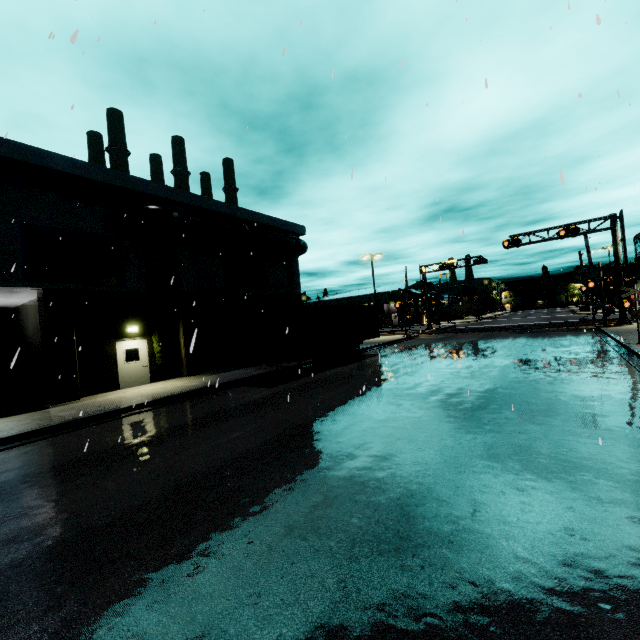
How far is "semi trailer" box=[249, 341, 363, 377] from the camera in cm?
1550

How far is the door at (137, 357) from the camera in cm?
1606

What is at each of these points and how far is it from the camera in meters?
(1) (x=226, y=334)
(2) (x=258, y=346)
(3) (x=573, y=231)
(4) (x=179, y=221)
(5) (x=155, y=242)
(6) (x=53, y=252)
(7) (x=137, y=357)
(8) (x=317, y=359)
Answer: (1) roll-up door, 21.6
(2) cargo container door, 14.6
(3) railroad crossing overhang, 26.4
(4) pipe, 17.2
(5) tree, 17.8
(6) building, 14.3
(7) door, 16.8
(8) semi trailer, 19.8

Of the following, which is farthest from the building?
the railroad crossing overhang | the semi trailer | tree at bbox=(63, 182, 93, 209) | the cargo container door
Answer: the railroad crossing overhang

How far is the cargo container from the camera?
14.72m

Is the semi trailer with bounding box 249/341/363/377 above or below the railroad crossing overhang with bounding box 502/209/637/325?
below

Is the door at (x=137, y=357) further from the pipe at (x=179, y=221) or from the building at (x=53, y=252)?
the pipe at (x=179, y=221)

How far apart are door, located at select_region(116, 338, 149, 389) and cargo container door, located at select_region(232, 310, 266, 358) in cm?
521
